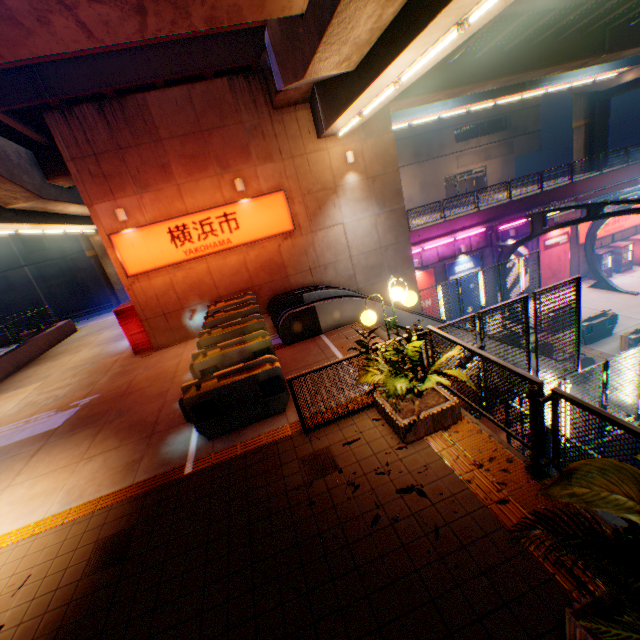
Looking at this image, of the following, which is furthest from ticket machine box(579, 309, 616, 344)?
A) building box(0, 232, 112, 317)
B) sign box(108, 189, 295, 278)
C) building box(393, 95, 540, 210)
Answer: building box(0, 232, 112, 317)

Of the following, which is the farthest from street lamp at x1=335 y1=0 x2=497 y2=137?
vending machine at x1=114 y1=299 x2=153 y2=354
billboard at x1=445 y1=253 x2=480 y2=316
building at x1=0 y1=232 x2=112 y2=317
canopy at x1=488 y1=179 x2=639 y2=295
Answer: building at x1=0 y1=232 x2=112 y2=317

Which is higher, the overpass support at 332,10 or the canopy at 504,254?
the overpass support at 332,10

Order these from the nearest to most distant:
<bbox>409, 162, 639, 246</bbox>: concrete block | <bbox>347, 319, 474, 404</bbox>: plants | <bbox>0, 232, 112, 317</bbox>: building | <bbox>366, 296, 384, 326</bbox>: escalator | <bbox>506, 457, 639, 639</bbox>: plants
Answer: <bbox>506, 457, 639, 639</bbox>: plants → <bbox>347, 319, 474, 404</bbox>: plants → <bbox>366, 296, 384, 326</bbox>: escalator → <bbox>409, 162, 639, 246</bbox>: concrete block → <bbox>0, 232, 112, 317</bbox>: building

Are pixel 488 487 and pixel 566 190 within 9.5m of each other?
no

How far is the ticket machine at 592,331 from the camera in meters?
16.3 m

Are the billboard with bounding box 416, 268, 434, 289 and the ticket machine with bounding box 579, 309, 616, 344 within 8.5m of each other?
yes

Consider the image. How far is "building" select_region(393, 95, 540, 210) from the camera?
38.97m
